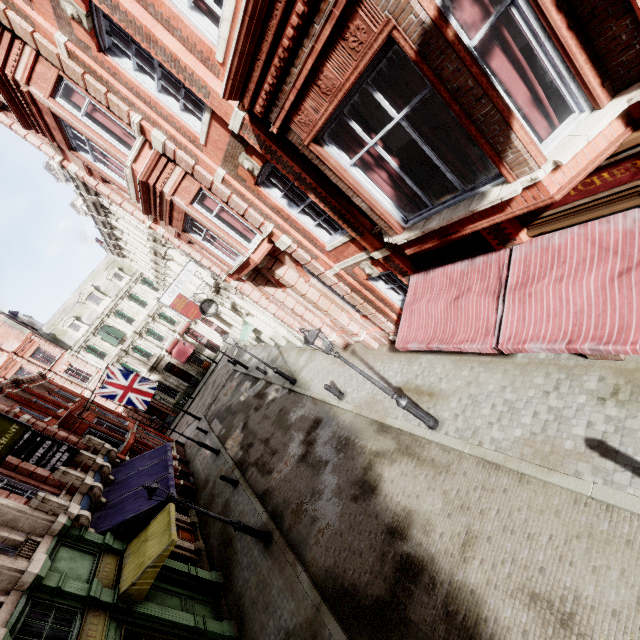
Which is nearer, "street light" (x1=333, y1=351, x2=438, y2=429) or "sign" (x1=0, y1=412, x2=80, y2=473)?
"street light" (x1=333, y1=351, x2=438, y2=429)

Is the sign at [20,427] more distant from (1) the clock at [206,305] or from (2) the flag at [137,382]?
(1) the clock at [206,305]

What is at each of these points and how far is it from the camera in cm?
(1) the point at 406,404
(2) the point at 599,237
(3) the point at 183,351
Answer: (1) street light, 845
(2) awning, 432
(3) awning, 4028

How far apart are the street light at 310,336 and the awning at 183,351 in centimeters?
3586cm

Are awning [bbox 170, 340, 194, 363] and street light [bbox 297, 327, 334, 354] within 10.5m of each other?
no

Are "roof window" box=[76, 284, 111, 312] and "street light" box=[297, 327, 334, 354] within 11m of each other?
no

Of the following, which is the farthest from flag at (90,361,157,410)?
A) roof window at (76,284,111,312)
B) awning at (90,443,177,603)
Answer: roof window at (76,284,111,312)

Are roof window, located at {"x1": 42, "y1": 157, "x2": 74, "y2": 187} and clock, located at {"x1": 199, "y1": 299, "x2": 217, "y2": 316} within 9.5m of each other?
yes
